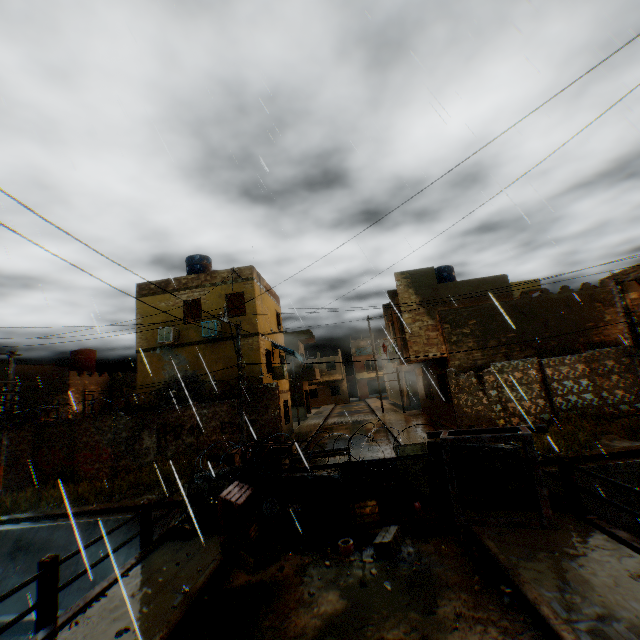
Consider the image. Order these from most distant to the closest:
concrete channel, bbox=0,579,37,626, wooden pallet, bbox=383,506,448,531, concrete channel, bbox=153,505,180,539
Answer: concrete channel, bbox=153,505,180,539, concrete channel, bbox=0,579,37,626, wooden pallet, bbox=383,506,448,531

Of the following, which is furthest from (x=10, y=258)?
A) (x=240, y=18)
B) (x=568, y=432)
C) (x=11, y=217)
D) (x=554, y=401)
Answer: (x=554, y=401)

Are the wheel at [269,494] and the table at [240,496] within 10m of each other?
yes

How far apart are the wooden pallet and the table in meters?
3.2

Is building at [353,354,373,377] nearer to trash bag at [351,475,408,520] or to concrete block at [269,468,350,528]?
concrete block at [269,468,350,528]

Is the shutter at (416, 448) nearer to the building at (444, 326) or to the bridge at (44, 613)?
the building at (444, 326)

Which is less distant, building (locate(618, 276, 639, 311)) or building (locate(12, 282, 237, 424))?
building (locate(618, 276, 639, 311))

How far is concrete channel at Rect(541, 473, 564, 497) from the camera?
10.0m
